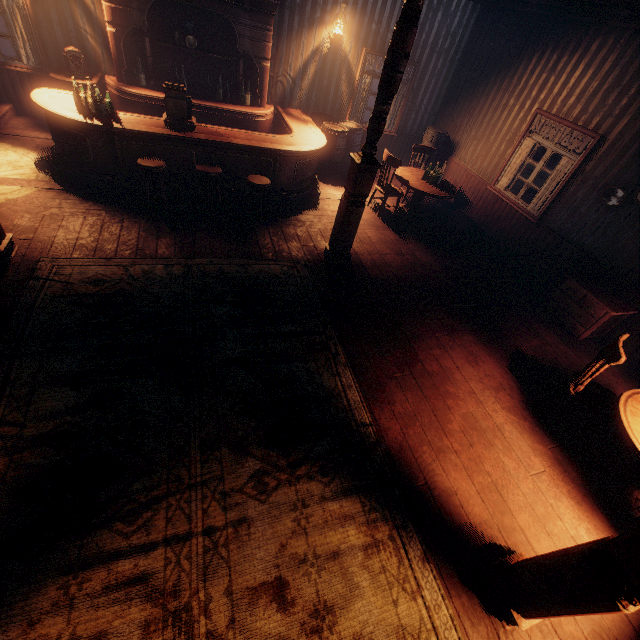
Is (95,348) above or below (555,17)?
below

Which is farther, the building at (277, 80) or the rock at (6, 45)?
the rock at (6, 45)

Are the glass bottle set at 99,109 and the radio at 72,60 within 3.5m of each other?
yes

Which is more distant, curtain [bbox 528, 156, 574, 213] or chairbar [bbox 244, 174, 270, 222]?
curtain [bbox 528, 156, 574, 213]

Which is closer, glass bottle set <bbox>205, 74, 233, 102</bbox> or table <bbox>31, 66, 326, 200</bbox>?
table <bbox>31, 66, 326, 200</bbox>

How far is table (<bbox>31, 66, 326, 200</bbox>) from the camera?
5.0m

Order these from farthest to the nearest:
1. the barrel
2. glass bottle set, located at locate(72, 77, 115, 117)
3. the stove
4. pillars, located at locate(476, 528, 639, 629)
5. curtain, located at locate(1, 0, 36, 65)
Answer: the stove < the barrel < curtain, located at locate(1, 0, 36, 65) < glass bottle set, located at locate(72, 77, 115, 117) < pillars, located at locate(476, 528, 639, 629)

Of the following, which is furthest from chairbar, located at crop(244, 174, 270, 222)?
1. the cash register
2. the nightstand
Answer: the nightstand
